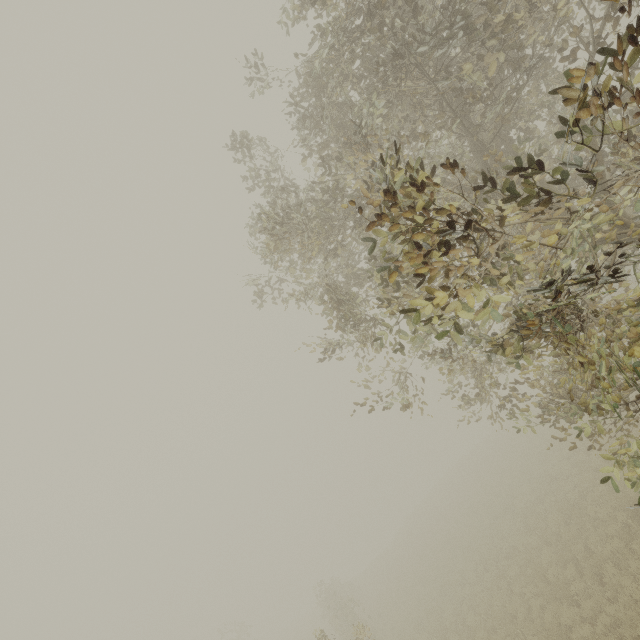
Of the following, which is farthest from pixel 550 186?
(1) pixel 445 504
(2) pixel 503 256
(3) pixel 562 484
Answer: (1) pixel 445 504
